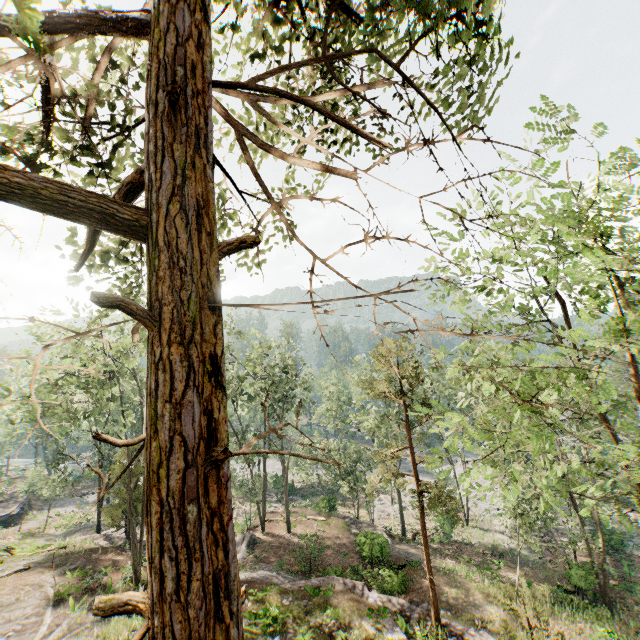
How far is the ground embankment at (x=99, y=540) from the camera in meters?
25.8 m

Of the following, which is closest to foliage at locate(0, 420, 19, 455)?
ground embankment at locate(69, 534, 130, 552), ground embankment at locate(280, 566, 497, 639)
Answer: ground embankment at locate(69, 534, 130, 552)

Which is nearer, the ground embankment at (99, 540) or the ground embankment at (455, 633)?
the ground embankment at (455, 633)

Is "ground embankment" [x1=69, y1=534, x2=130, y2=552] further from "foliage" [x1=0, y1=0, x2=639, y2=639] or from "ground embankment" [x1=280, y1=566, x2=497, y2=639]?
"ground embankment" [x1=280, y1=566, x2=497, y2=639]

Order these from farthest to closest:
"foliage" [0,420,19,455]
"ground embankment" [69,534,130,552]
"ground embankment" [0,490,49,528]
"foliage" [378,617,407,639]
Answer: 1. "ground embankment" [0,490,49,528]
2. "ground embankment" [69,534,130,552]
3. "foliage" [0,420,19,455]
4. "foliage" [378,617,407,639]

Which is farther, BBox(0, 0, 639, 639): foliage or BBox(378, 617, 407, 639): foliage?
BBox(378, 617, 407, 639): foliage

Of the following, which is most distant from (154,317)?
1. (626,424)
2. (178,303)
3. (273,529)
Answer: (273,529)
